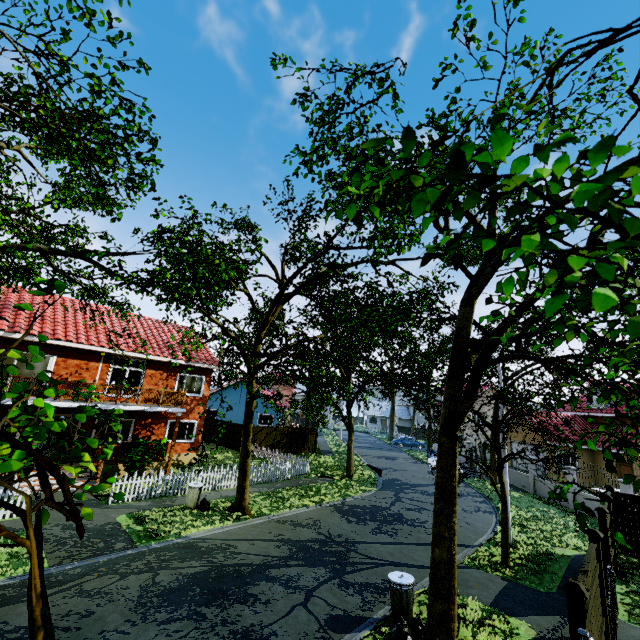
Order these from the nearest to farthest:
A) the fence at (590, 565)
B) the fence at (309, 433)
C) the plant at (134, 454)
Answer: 1. the fence at (590, 565)
2. the plant at (134, 454)
3. the fence at (309, 433)

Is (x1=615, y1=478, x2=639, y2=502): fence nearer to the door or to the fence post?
the door

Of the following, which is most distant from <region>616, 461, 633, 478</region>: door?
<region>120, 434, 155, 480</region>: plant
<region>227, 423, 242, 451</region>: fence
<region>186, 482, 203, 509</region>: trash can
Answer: <region>120, 434, 155, 480</region>: plant

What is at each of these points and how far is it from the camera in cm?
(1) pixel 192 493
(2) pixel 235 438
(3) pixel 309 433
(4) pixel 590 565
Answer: (1) trash can, 1392
(2) fence, 2825
(3) fence, 3192
(4) fence, 637

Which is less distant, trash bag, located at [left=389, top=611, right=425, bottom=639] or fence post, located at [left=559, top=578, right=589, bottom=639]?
fence post, located at [left=559, top=578, right=589, bottom=639]

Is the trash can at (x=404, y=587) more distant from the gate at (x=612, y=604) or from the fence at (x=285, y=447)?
the fence at (x=285, y=447)

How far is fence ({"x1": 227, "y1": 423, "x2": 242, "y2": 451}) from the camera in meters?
27.8 m

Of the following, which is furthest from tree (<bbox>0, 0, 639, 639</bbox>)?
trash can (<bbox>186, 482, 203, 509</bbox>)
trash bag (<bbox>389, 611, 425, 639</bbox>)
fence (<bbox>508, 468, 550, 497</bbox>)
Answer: trash can (<bbox>186, 482, 203, 509</bbox>)
